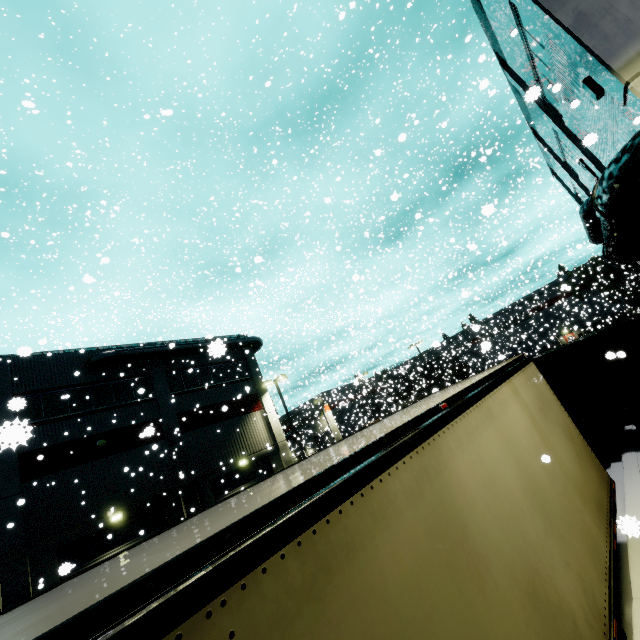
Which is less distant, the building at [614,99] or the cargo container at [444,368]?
the building at [614,99]

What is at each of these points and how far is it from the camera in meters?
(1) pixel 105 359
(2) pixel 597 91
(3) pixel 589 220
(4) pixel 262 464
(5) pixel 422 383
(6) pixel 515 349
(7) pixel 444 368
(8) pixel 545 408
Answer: (1) vent duct, 20.2
(2) electrical box, 7.6
(3) vent duct, 17.5
(4) roll-up door, 24.8
(5) cargo container, 58.0
(6) roll-up door, 57.6
(7) cargo container, 56.1
(8) semi trailer, 5.8

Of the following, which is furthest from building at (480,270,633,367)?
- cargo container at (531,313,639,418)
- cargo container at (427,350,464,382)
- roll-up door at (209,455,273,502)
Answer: cargo container at (427,350,464,382)

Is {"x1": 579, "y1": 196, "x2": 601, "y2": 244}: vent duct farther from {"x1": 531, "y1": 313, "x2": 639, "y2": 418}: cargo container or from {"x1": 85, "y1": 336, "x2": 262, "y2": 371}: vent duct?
{"x1": 85, "y1": 336, "x2": 262, "y2": 371}: vent duct

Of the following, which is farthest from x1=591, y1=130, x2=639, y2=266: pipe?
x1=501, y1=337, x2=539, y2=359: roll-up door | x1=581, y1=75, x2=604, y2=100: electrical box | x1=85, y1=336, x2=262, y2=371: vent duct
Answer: x1=501, y1=337, x2=539, y2=359: roll-up door

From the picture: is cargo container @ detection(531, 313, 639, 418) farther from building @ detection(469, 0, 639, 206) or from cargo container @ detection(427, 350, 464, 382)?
cargo container @ detection(427, 350, 464, 382)

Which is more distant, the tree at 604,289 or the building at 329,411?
the building at 329,411

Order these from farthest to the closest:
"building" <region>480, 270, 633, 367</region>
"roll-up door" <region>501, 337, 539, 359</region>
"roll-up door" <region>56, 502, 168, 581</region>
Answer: "roll-up door" <region>501, 337, 539, 359</region> < "building" <region>480, 270, 633, 367</region> < "roll-up door" <region>56, 502, 168, 581</region>
